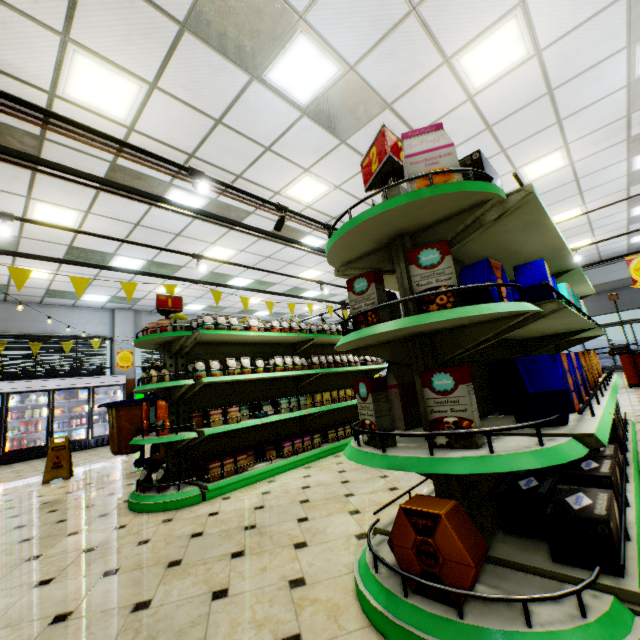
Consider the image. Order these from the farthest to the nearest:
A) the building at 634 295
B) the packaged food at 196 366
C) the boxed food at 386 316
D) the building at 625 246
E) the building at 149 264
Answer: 1. the building at 634 295
2. the building at 625 246
3. the building at 149 264
4. the packaged food at 196 366
5. the boxed food at 386 316

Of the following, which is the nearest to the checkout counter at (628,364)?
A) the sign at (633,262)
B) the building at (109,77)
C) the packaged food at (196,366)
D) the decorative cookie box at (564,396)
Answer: the building at (109,77)

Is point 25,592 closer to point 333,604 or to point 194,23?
point 333,604

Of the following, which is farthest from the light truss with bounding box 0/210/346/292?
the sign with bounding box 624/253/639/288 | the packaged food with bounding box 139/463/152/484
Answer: the sign with bounding box 624/253/639/288

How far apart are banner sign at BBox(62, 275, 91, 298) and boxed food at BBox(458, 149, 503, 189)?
4.0 meters

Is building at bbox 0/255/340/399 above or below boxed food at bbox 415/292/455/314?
above

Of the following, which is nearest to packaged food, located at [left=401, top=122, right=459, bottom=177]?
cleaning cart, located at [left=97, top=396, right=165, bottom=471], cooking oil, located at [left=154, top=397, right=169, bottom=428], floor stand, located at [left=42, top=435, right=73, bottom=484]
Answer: → cooking oil, located at [left=154, top=397, right=169, bottom=428]

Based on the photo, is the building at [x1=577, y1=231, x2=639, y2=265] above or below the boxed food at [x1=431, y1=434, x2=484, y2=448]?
above
